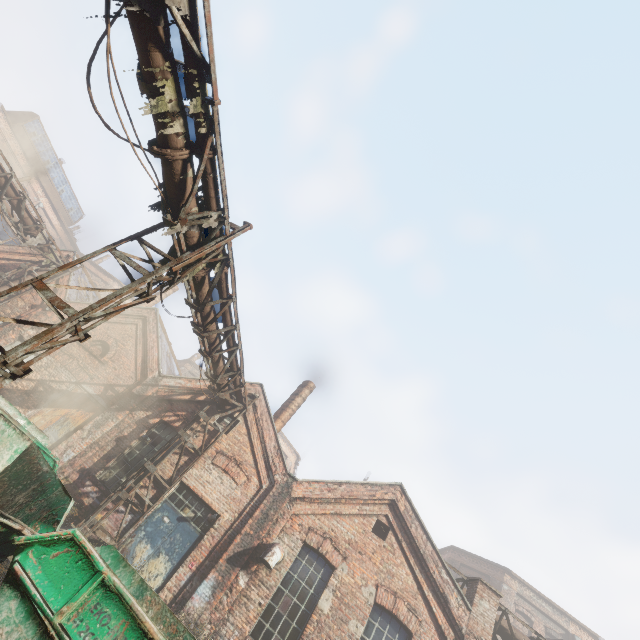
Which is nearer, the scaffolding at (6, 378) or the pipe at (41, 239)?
the scaffolding at (6, 378)

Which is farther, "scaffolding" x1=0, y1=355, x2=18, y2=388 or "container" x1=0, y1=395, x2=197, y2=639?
"scaffolding" x1=0, y1=355, x2=18, y2=388

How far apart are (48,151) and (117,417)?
38.3 meters

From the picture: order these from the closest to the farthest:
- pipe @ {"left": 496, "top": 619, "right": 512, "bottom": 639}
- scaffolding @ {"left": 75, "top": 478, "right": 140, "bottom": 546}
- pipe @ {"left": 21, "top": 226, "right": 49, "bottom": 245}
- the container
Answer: the container
scaffolding @ {"left": 75, "top": 478, "right": 140, "bottom": 546}
pipe @ {"left": 496, "top": 619, "right": 512, "bottom": 639}
pipe @ {"left": 21, "top": 226, "right": 49, "bottom": 245}

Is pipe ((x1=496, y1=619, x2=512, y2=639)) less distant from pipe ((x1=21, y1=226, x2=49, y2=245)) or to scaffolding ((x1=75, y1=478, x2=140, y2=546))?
pipe ((x1=21, y1=226, x2=49, y2=245))

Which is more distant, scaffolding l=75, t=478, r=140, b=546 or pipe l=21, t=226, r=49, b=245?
pipe l=21, t=226, r=49, b=245

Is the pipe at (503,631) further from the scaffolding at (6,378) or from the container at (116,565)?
the scaffolding at (6,378)

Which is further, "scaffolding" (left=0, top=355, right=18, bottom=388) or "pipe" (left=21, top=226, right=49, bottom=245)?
"pipe" (left=21, top=226, right=49, bottom=245)
